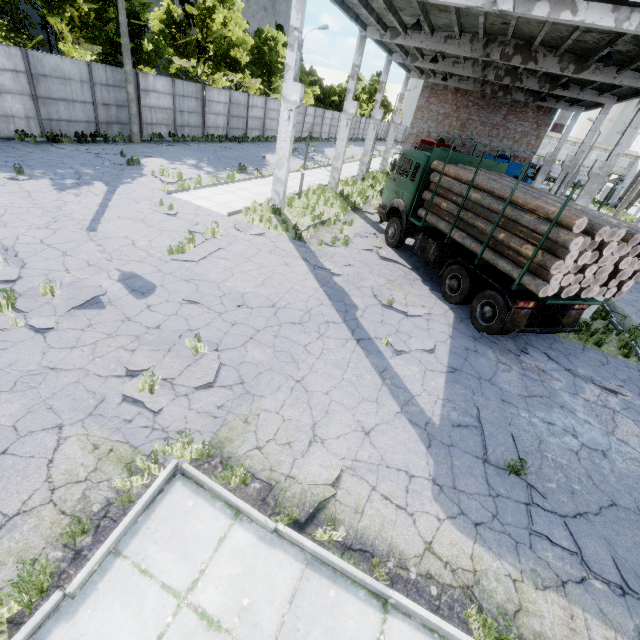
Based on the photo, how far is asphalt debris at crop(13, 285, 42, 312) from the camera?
6.3m

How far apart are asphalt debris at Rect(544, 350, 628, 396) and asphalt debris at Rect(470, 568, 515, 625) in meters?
6.1

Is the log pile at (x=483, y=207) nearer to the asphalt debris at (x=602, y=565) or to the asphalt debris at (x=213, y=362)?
the asphalt debris at (x=602, y=565)

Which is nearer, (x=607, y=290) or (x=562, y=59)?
(x=607, y=290)

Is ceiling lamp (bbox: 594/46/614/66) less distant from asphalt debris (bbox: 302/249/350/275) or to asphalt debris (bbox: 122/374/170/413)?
asphalt debris (bbox: 302/249/350/275)

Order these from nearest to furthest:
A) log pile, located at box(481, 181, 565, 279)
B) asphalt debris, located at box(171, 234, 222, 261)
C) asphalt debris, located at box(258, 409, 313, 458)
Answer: asphalt debris, located at box(258, 409, 313, 458)
log pile, located at box(481, 181, 565, 279)
asphalt debris, located at box(171, 234, 222, 261)

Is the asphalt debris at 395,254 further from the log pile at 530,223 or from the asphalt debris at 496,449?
the asphalt debris at 496,449

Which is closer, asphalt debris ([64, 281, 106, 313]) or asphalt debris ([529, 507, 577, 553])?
asphalt debris ([529, 507, 577, 553])
